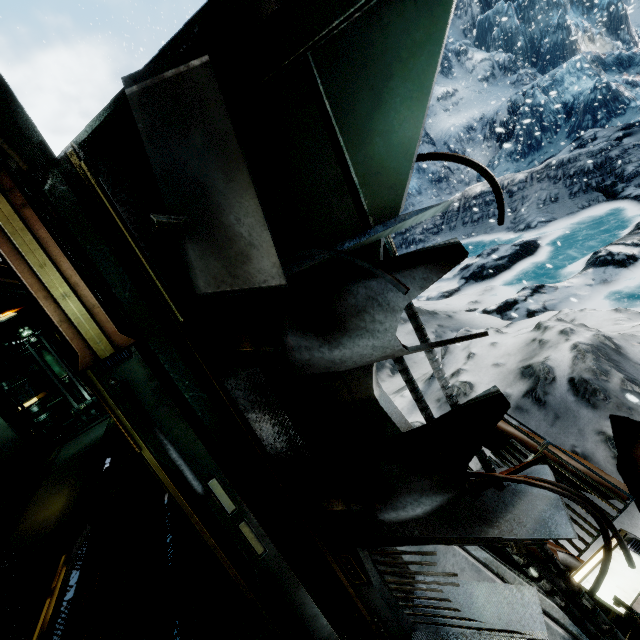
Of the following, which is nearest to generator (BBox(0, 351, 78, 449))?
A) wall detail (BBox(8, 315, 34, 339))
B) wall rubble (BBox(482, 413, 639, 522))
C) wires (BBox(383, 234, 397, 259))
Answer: wall detail (BBox(8, 315, 34, 339))

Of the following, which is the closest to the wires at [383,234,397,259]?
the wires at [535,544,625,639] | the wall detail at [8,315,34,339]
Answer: the wires at [535,544,625,639]

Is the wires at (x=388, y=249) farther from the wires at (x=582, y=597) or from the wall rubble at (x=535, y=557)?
the wall rubble at (x=535, y=557)

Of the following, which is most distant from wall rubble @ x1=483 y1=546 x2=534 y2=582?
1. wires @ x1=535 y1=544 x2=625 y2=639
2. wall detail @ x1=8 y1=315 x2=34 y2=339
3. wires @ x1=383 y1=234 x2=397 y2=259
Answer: wall detail @ x1=8 y1=315 x2=34 y2=339

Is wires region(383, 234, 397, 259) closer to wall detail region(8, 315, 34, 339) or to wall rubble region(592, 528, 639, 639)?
wall rubble region(592, 528, 639, 639)

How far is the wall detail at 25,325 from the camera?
10.20m

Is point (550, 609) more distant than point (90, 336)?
Yes

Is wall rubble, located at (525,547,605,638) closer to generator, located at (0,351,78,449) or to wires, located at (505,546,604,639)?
wires, located at (505,546,604,639)
